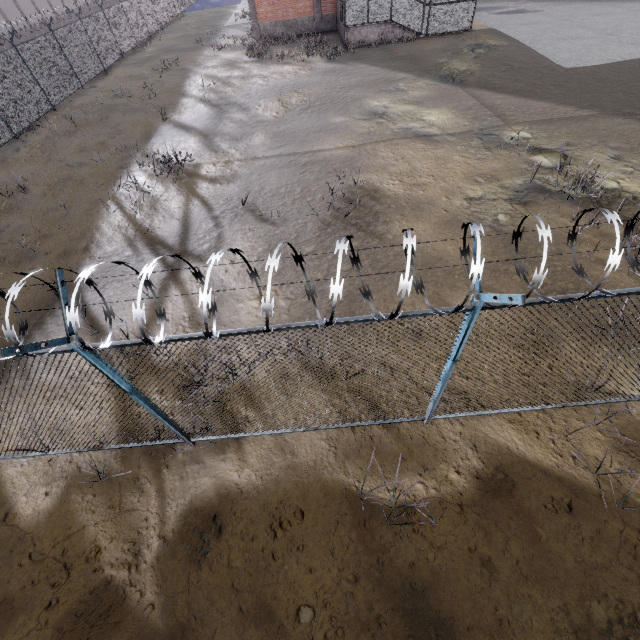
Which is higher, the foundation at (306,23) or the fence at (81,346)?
the fence at (81,346)

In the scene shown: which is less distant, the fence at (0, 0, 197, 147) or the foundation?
the fence at (0, 0, 197, 147)

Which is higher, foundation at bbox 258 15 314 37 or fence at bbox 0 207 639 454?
fence at bbox 0 207 639 454

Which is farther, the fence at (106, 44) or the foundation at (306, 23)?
the foundation at (306, 23)

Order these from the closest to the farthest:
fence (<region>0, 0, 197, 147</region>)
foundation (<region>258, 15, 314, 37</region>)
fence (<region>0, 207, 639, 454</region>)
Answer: fence (<region>0, 207, 639, 454</region>) < fence (<region>0, 0, 197, 147</region>) < foundation (<region>258, 15, 314, 37</region>)

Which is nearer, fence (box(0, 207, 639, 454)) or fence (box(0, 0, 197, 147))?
fence (box(0, 207, 639, 454))

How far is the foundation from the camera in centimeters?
2519cm

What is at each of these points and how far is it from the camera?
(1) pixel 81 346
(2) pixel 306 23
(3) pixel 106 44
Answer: (1) fence, 2.60m
(2) foundation, 25.38m
(3) fence, 23.97m
